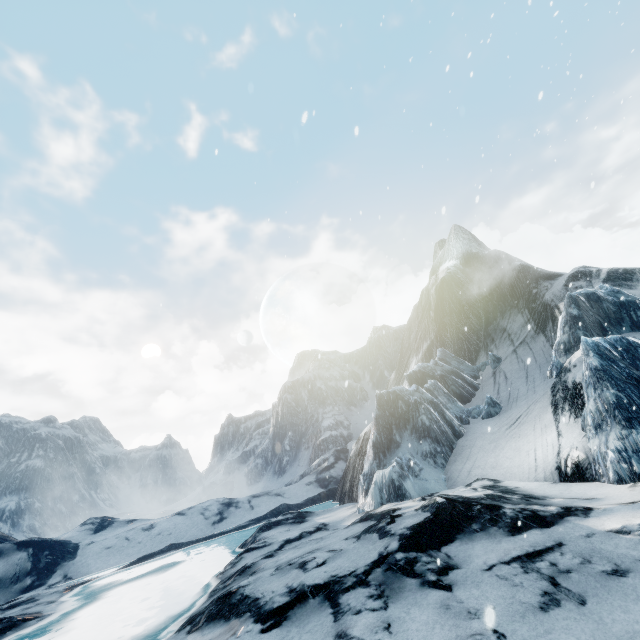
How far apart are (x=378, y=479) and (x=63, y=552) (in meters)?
30.66
